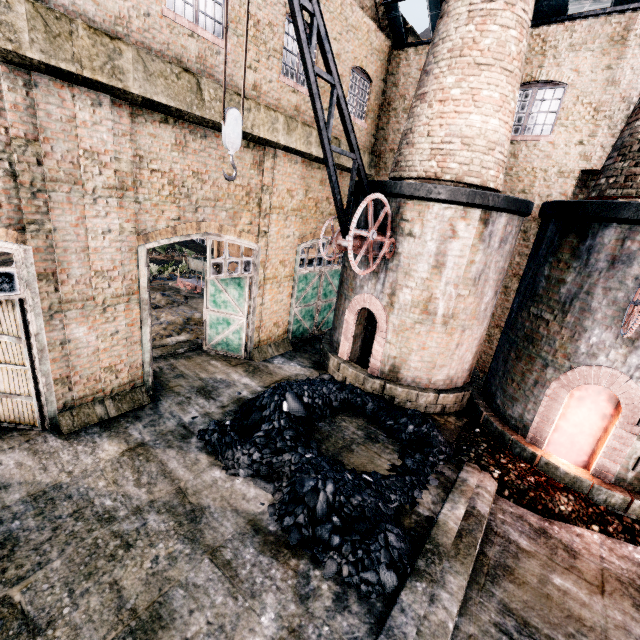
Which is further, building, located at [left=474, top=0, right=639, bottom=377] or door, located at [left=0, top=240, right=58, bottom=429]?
building, located at [left=474, top=0, right=639, bottom=377]

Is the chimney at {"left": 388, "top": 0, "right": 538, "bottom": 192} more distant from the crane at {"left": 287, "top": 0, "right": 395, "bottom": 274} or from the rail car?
the rail car

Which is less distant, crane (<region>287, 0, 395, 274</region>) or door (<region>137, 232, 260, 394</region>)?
crane (<region>287, 0, 395, 274</region>)

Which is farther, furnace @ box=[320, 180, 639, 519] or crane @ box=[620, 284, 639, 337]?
furnace @ box=[320, 180, 639, 519]

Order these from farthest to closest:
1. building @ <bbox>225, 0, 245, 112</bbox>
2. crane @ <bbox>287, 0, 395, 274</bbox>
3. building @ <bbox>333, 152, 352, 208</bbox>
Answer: building @ <bbox>333, 152, 352, 208</bbox> < building @ <bbox>225, 0, 245, 112</bbox> < crane @ <bbox>287, 0, 395, 274</bbox>

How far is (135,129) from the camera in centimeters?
788cm

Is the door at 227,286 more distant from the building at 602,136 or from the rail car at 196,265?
the rail car at 196,265

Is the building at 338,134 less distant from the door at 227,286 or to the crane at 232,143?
the door at 227,286
